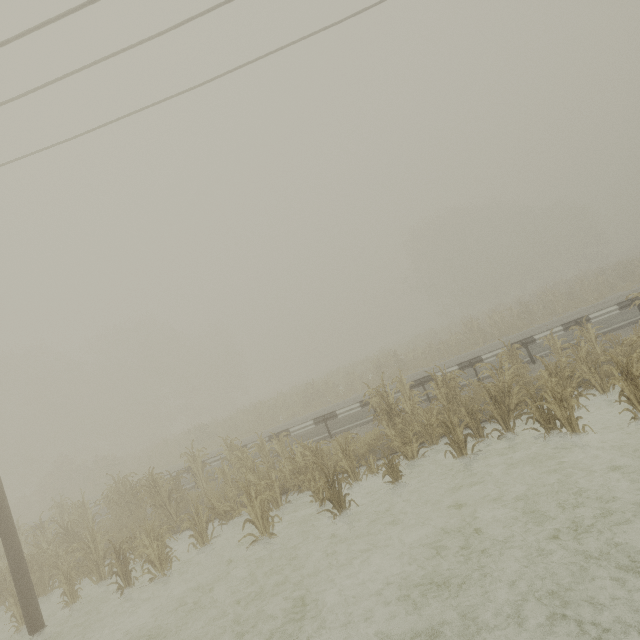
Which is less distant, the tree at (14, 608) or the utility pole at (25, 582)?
the utility pole at (25, 582)

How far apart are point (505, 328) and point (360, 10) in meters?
19.2 m

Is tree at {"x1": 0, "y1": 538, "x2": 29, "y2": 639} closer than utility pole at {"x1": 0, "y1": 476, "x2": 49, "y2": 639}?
No
